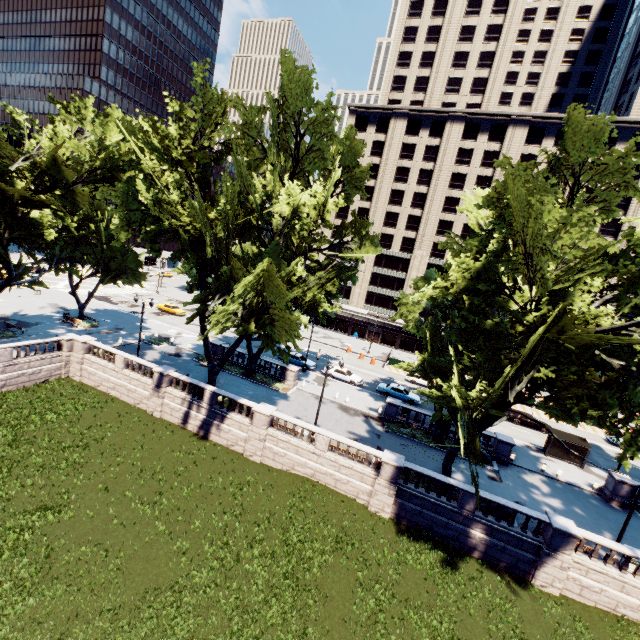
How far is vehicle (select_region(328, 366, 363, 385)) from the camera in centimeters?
3953cm

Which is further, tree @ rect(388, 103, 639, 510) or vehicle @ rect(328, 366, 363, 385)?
vehicle @ rect(328, 366, 363, 385)

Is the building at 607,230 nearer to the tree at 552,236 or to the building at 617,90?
the building at 617,90

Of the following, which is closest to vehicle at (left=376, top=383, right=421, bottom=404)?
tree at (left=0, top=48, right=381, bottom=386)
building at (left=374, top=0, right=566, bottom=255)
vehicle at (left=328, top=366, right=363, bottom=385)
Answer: vehicle at (left=328, top=366, right=363, bottom=385)

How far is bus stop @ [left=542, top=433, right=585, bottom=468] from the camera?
30.5m

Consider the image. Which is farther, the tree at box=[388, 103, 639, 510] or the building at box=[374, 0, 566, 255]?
the building at box=[374, 0, 566, 255]

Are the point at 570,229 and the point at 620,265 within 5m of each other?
yes

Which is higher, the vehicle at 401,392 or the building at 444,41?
the building at 444,41
